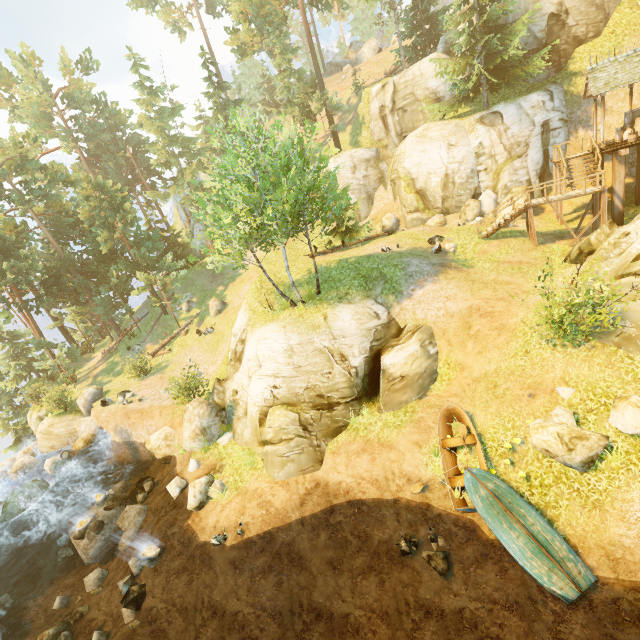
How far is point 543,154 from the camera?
23.8 meters

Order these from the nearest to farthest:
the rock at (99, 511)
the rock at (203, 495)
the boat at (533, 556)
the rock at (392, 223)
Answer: the boat at (533, 556) < the rock at (203, 495) < the rock at (99, 511) < the rock at (392, 223)

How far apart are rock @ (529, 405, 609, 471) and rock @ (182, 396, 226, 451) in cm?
1362

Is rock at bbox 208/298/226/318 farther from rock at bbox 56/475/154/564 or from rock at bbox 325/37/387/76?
rock at bbox 325/37/387/76

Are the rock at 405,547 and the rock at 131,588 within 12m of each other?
yes

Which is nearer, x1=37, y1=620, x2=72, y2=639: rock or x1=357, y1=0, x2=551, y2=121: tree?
x1=37, y1=620, x2=72, y2=639: rock

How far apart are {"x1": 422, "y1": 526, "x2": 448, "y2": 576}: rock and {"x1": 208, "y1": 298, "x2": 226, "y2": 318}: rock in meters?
23.7 m

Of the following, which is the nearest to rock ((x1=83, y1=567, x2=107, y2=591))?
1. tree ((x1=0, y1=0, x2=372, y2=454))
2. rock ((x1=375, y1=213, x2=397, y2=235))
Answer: tree ((x1=0, y1=0, x2=372, y2=454))
